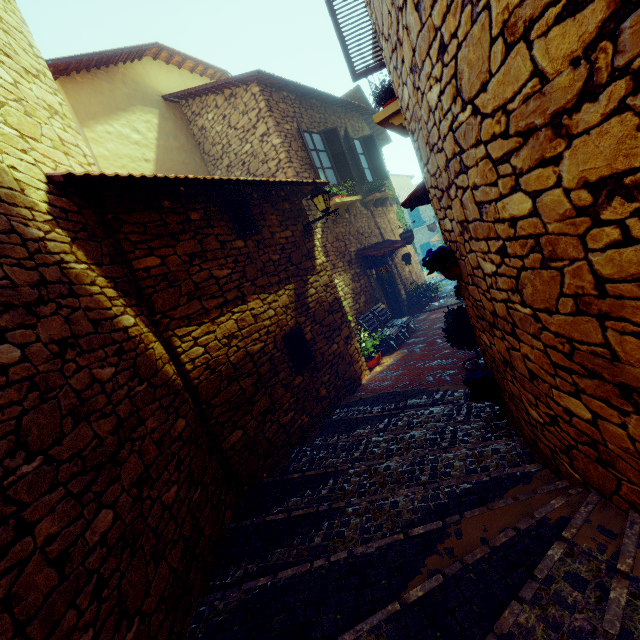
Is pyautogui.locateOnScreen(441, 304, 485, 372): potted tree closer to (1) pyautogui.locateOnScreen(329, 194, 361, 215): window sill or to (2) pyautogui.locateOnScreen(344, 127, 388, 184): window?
(1) pyautogui.locateOnScreen(329, 194, 361, 215): window sill

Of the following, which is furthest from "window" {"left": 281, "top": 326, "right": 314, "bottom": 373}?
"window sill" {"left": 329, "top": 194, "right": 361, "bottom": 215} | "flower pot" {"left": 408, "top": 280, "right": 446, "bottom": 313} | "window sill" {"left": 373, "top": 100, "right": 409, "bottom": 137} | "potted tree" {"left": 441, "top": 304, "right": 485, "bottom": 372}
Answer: "flower pot" {"left": 408, "top": 280, "right": 446, "bottom": 313}

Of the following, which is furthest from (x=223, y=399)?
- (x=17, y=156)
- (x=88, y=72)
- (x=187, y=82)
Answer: (x=187, y=82)

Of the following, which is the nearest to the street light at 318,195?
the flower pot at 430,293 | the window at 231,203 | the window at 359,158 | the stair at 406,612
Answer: the window at 231,203

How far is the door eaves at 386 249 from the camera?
9.3m

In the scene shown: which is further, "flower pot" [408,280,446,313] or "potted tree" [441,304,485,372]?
"flower pot" [408,280,446,313]

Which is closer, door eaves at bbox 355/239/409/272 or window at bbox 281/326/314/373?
window at bbox 281/326/314/373

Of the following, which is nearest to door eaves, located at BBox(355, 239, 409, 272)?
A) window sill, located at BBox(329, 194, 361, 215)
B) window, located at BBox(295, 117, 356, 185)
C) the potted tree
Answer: window sill, located at BBox(329, 194, 361, 215)
